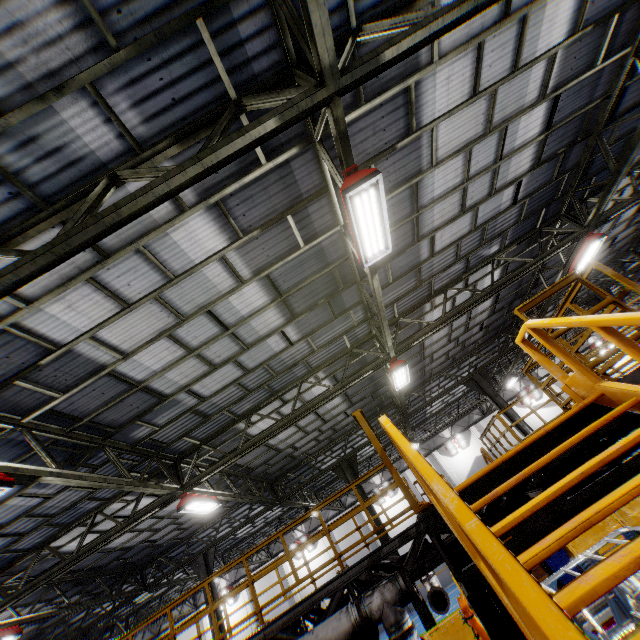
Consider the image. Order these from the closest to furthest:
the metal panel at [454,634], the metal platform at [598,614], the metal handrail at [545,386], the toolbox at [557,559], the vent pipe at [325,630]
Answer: the vent pipe at [325,630] < the metal handrail at [545,386] < the metal platform at [598,614] < the metal panel at [454,634] < the toolbox at [557,559]

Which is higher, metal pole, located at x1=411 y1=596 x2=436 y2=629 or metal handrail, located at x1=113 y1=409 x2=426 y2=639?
metal handrail, located at x1=113 y1=409 x2=426 y2=639

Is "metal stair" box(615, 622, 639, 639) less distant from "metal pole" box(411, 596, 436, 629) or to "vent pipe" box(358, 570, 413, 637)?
"vent pipe" box(358, 570, 413, 637)

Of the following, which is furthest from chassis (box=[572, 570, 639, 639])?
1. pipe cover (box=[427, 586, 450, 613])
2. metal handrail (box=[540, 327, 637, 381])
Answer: metal handrail (box=[540, 327, 637, 381])

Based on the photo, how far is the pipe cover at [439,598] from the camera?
8.8 meters

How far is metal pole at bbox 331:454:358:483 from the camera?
15.34m

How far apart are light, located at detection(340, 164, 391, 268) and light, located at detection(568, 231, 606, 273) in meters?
8.7

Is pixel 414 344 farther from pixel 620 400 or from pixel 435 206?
pixel 620 400
